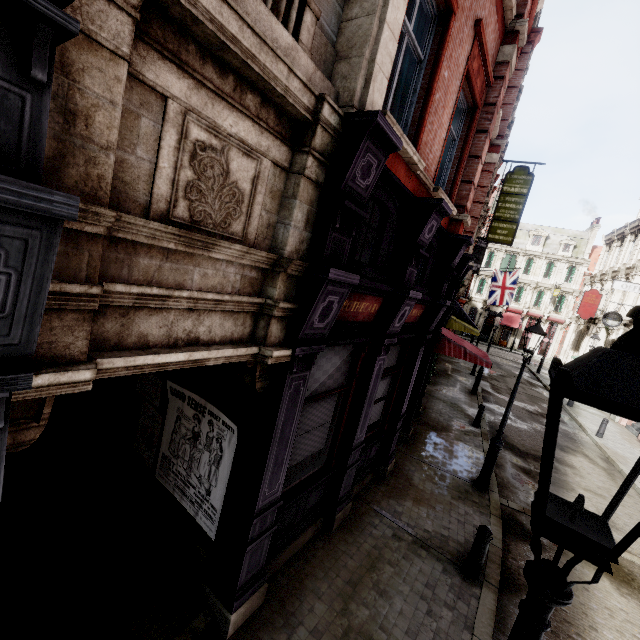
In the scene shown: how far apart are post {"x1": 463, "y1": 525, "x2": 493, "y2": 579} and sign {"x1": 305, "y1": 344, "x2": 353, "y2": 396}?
3.24m

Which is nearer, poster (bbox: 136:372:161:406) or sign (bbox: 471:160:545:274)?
poster (bbox: 136:372:161:406)

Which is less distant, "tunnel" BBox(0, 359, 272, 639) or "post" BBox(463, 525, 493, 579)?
"tunnel" BBox(0, 359, 272, 639)

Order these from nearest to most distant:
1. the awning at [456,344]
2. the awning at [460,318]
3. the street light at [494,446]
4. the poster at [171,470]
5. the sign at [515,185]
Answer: the poster at [171,470], the street light at [494,446], the awning at [456,344], the awning at [460,318], the sign at [515,185]

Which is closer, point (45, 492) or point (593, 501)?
point (45, 492)

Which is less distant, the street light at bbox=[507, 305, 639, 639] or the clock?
the street light at bbox=[507, 305, 639, 639]

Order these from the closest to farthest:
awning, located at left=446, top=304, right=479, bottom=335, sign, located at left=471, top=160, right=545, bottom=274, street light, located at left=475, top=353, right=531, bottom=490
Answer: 1. street light, located at left=475, top=353, right=531, bottom=490
2. awning, located at left=446, top=304, right=479, bottom=335
3. sign, located at left=471, top=160, right=545, bottom=274

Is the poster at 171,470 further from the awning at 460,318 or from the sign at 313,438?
the awning at 460,318
